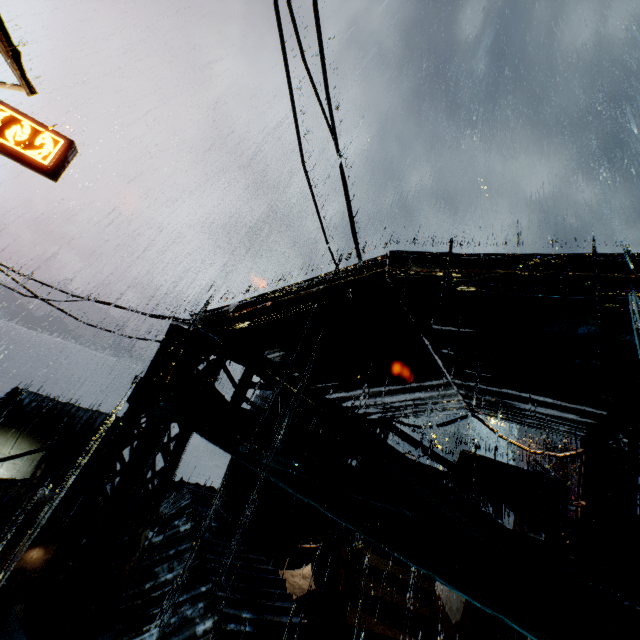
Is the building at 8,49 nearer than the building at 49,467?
Yes

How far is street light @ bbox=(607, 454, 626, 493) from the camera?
9.09m

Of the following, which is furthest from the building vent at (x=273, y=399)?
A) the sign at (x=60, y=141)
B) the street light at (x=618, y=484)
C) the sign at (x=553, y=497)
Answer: the sign at (x=60, y=141)

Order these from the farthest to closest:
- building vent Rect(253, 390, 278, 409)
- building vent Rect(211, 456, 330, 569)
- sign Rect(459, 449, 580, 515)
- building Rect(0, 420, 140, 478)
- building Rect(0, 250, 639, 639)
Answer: building Rect(0, 420, 140, 478) < building vent Rect(253, 390, 278, 409) < building vent Rect(211, 456, 330, 569) < sign Rect(459, 449, 580, 515) < building Rect(0, 250, 639, 639)

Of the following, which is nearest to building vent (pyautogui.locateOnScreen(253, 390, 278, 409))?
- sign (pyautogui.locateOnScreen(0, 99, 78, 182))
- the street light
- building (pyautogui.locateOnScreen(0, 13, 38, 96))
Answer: building (pyautogui.locateOnScreen(0, 13, 38, 96))

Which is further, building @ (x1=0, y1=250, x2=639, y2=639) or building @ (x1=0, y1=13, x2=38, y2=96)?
building @ (x1=0, y1=13, x2=38, y2=96)

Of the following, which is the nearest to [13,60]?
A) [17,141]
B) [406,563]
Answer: [17,141]

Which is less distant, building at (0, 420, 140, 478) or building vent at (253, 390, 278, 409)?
building vent at (253, 390, 278, 409)
